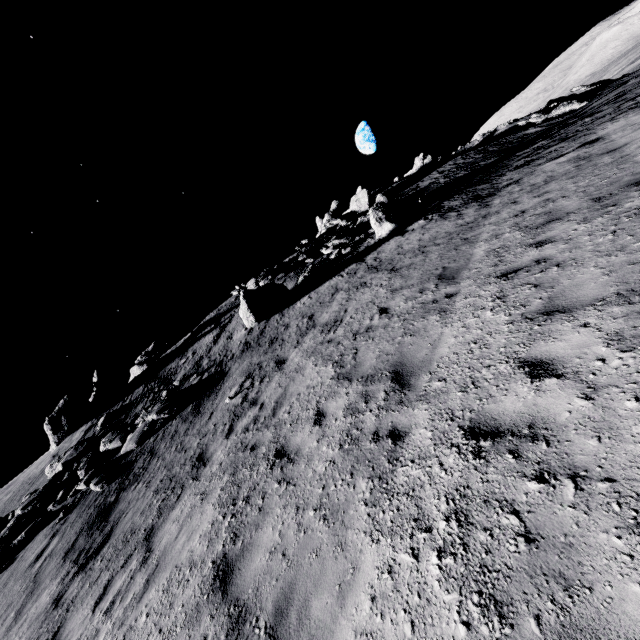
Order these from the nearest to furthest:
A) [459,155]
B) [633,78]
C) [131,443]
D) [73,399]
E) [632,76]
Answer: Answer: [131,443] → [73,399] → [633,78] → [632,76] → [459,155]

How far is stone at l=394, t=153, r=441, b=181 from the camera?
39.81m

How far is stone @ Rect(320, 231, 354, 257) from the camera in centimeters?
2117cm

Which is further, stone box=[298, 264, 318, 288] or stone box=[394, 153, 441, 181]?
stone box=[394, 153, 441, 181]

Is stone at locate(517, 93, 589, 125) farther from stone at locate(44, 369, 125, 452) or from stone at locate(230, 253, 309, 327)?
stone at locate(44, 369, 125, 452)

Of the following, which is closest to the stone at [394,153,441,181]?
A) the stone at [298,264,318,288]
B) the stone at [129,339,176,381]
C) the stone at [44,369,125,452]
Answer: the stone at [298,264,318,288]

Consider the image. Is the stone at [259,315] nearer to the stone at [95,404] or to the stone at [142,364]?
the stone at [95,404]

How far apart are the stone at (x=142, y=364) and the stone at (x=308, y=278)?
15.9 meters
